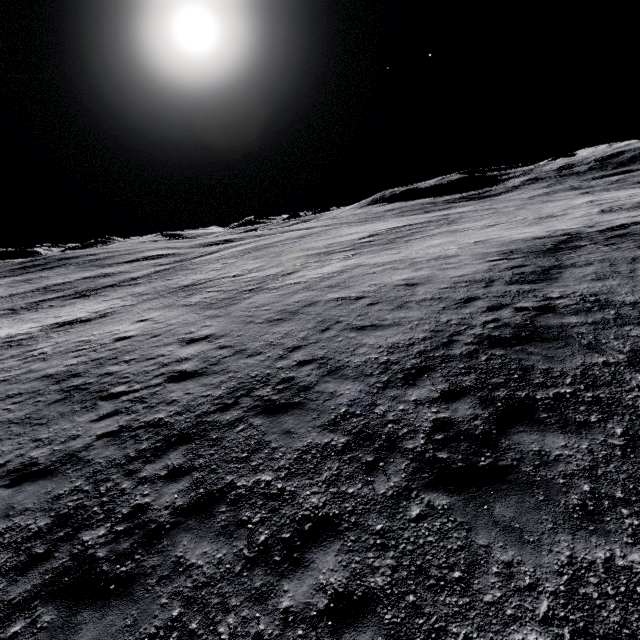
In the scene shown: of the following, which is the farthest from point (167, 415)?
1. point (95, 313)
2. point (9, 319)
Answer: point (9, 319)
